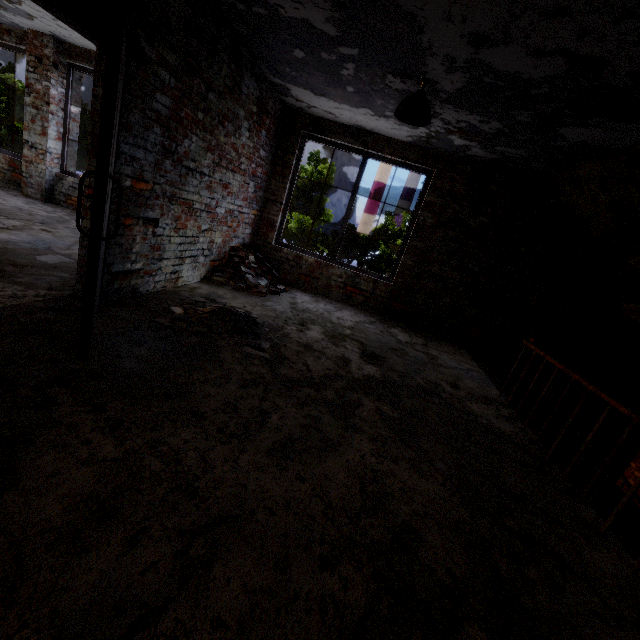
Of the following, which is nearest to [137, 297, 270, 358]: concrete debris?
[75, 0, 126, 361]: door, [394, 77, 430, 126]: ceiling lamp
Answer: [75, 0, 126, 361]: door

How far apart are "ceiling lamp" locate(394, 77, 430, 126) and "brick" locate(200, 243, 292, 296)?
3.08m

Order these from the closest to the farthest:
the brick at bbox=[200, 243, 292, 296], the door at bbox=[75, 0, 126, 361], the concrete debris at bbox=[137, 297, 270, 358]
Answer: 1. the door at bbox=[75, 0, 126, 361]
2. the concrete debris at bbox=[137, 297, 270, 358]
3. the brick at bbox=[200, 243, 292, 296]

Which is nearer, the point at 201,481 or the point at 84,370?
the point at 201,481

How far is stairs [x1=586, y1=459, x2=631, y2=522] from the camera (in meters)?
4.27

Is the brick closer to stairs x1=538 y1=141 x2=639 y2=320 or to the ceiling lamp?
the ceiling lamp

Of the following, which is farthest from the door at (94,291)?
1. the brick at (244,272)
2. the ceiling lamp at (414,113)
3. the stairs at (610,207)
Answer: the stairs at (610,207)

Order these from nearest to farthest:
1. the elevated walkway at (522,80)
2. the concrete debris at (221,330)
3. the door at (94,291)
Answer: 1. the door at (94,291)
2. the elevated walkway at (522,80)
3. the concrete debris at (221,330)
